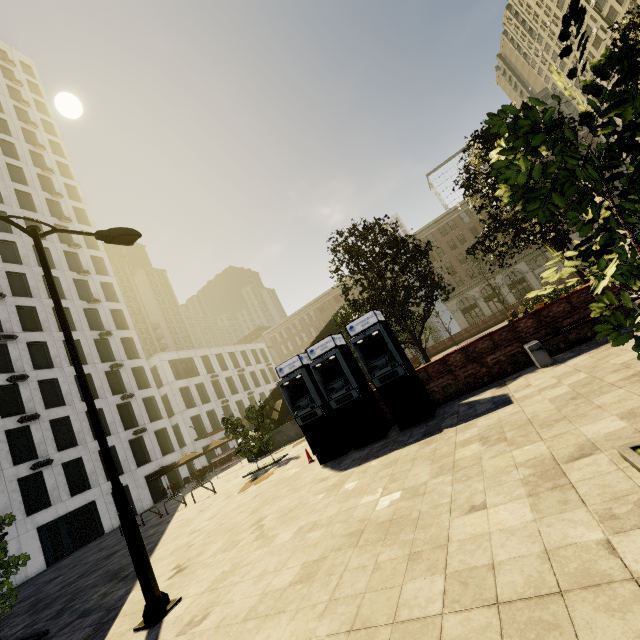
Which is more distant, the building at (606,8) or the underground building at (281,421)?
the building at (606,8)

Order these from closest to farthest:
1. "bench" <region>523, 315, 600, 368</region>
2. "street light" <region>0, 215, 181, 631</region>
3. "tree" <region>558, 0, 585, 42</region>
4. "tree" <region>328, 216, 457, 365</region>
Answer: "tree" <region>558, 0, 585, 42</region>, "street light" <region>0, 215, 181, 631</region>, "bench" <region>523, 315, 600, 368</region>, "tree" <region>328, 216, 457, 365</region>

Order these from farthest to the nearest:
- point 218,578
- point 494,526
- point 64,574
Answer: point 64,574 < point 218,578 < point 494,526

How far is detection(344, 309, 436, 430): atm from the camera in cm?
863

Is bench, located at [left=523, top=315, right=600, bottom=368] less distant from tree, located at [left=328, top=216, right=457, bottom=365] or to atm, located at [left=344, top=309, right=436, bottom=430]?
atm, located at [left=344, top=309, right=436, bottom=430]

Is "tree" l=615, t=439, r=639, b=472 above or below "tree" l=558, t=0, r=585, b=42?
below

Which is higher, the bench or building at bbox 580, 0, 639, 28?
building at bbox 580, 0, 639, 28
